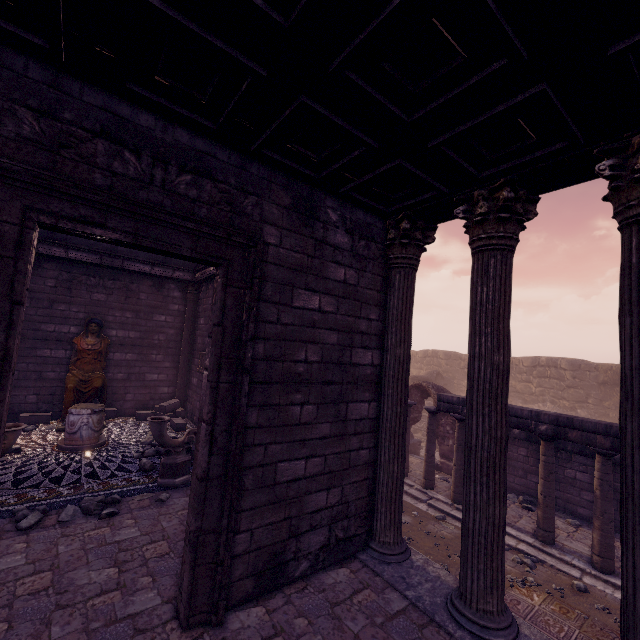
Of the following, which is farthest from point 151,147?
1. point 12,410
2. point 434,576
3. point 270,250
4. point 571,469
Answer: point 571,469

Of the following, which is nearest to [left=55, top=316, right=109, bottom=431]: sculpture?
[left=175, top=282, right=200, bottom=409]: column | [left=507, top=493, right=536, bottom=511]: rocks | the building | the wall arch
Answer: the building

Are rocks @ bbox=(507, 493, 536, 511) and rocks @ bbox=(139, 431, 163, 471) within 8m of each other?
no

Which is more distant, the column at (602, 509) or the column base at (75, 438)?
the column base at (75, 438)

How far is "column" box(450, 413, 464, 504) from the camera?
9.4m

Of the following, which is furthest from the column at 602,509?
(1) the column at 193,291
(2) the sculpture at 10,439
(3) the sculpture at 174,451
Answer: (1) the column at 193,291

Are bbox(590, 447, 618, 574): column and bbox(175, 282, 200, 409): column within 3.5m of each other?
no

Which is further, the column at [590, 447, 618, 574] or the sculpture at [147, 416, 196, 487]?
the column at [590, 447, 618, 574]
